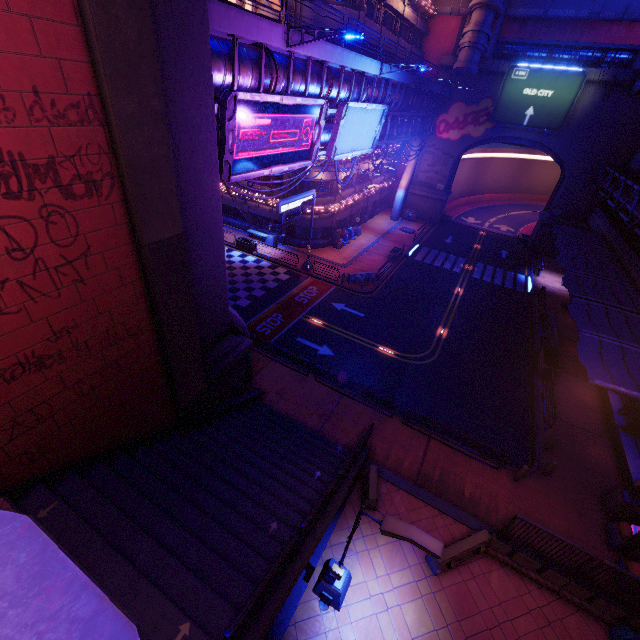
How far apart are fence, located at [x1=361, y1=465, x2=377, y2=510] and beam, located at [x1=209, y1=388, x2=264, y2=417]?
6.6 meters

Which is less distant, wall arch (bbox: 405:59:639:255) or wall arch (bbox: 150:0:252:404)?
wall arch (bbox: 150:0:252:404)

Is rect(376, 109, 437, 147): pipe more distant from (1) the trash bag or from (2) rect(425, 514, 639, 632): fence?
(1) the trash bag

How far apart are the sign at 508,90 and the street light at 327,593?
44.8m

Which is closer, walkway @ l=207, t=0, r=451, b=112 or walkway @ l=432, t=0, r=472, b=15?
walkway @ l=207, t=0, r=451, b=112

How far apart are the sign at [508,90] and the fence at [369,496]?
41.77m

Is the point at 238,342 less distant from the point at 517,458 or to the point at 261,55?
the point at 261,55

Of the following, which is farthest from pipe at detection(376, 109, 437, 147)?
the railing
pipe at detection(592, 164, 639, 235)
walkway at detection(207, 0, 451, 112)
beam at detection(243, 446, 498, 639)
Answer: pipe at detection(592, 164, 639, 235)
